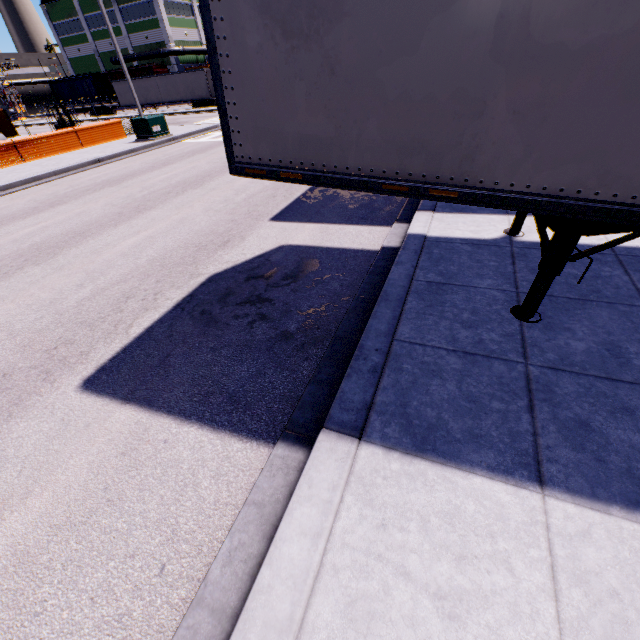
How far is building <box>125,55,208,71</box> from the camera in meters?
51.4 m

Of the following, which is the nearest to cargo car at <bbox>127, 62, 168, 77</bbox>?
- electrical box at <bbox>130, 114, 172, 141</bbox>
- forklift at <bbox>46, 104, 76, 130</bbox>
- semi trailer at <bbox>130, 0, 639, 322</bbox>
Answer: semi trailer at <bbox>130, 0, 639, 322</bbox>

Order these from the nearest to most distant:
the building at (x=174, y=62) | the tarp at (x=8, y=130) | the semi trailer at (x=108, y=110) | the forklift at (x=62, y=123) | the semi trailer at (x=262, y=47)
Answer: the semi trailer at (x=262, y=47) < the forklift at (x=62, y=123) < the tarp at (x=8, y=130) < the semi trailer at (x=108, y=110) < the building at (x=174, y=62)

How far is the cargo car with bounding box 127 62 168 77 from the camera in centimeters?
4825cm

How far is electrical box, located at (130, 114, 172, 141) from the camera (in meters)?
17.80

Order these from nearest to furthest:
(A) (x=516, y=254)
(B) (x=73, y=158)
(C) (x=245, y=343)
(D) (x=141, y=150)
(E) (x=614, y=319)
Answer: (E) (x=614, y=319) < (C) (x=245, y=343) < (A) (x=516, y=254) < (B) (x=73, y=158) < (D) (x=141, y=150)

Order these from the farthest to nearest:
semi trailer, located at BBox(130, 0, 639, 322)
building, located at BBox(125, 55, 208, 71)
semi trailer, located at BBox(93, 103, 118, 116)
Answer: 1. building, located at BBox(125, 55, 208, 71)
2. semi trailer, located at BBox(93, 103, 118, 116)
3. semi trailer, located at BBox(130, 0, 639, 322)

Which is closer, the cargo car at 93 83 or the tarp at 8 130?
the tarp at 8 130
